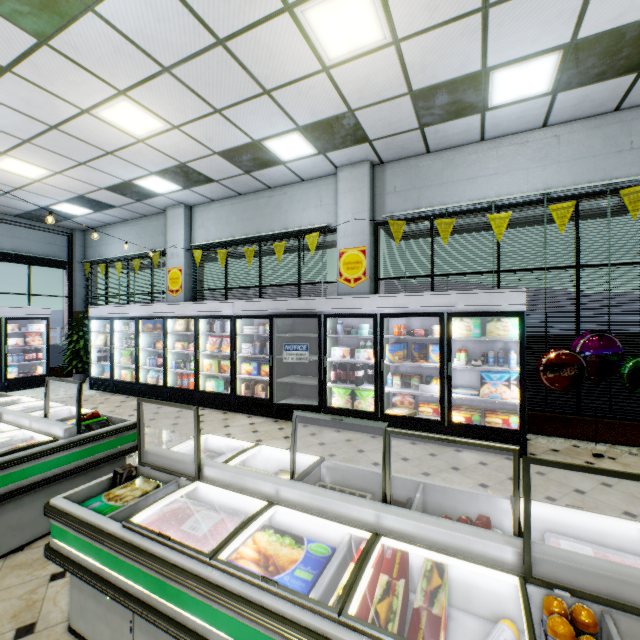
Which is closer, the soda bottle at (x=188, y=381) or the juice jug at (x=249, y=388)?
the juice jug at (x=249, y=388)

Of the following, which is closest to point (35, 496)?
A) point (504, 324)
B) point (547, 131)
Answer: point (504, 324)

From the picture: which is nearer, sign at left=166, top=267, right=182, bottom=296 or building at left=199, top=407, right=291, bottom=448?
building at left=199, top=407, right=291, bottom=448

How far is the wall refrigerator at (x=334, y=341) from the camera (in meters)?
5.50

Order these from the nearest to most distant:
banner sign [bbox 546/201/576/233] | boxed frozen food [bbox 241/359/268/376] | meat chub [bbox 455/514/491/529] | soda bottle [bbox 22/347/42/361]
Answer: meat chub [bbox 455/514/491/529]
banner sign [bbox 546/201/576/233]
boxed frozen food [bbox 241/359/268/376]
soda bottle [bbox 22/347/42/361]

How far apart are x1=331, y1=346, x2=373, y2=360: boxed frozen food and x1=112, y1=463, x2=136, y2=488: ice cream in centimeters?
398cm

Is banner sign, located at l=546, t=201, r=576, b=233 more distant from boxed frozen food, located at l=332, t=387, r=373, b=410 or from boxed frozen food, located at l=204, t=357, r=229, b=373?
boxed frozen food, located at l=204, t=357, r=229, b=373

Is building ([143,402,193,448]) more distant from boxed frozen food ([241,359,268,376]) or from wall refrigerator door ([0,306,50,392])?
boxed frozen food ([241,359,268,376])
